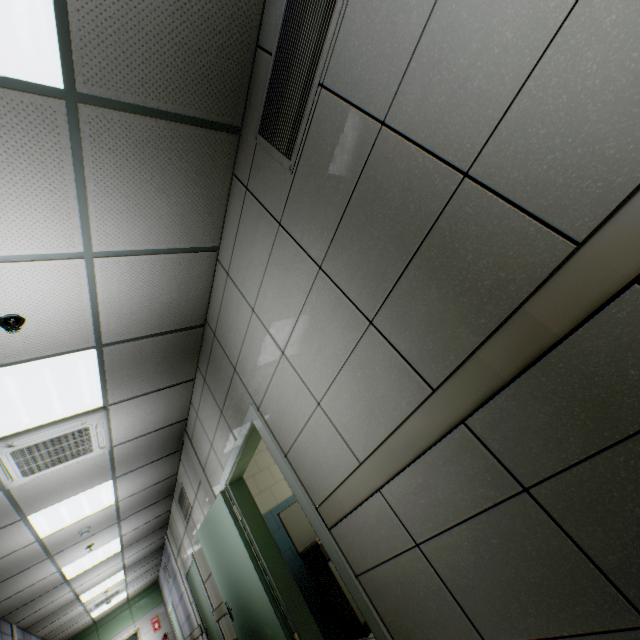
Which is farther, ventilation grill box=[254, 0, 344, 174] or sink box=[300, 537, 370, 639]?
sink box=[300, 537, 370, 639]

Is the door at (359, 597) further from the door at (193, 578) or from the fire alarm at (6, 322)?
the door at (193, 578)

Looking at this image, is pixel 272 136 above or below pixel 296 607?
above

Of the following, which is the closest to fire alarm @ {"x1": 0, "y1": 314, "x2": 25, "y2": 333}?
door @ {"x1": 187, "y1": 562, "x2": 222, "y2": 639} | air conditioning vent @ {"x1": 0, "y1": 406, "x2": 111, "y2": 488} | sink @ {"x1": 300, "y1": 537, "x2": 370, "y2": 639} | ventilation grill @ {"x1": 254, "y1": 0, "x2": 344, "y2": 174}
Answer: air conditioning vent @ {"x1": 0, "y1": 406, "x2": 111, "y2": 488}

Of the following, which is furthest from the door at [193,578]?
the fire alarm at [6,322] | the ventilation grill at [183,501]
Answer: the fire alarm at [6,322]

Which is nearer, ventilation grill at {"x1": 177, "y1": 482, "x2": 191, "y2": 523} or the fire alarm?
the fire alarm

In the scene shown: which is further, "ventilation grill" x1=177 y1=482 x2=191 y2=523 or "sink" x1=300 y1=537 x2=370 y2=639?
"ventilation grill" x1=177 y1=482 x2=191 y2=523

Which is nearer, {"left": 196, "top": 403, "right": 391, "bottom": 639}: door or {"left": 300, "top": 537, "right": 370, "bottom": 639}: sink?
{"left": 196, "top": 403, "right": 391, "bottom": 639}: door
